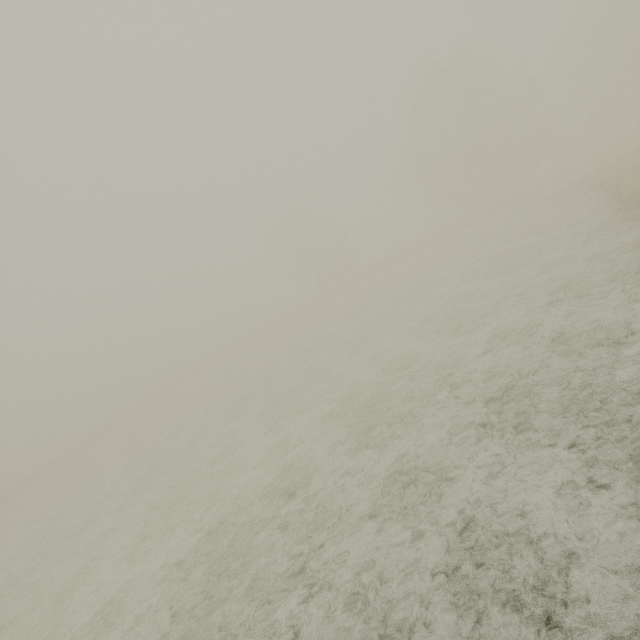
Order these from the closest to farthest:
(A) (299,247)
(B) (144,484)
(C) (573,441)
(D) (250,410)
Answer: (C) (573,441)
(B) (144,484)
(D) (250,410)
(A) (299,247)
